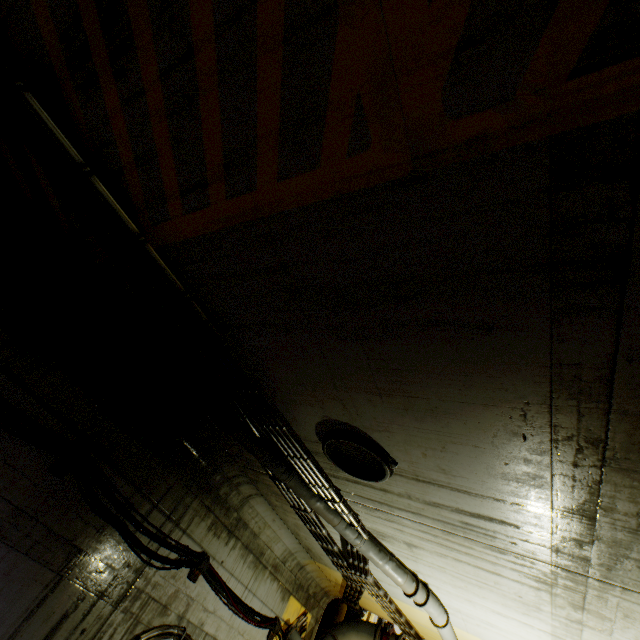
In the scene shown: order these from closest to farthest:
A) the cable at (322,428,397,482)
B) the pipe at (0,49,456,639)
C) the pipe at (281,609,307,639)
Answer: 1. the pipe at (0,49,456,639)
2. the cable at (322,428,397,482)
3. the pipe at (281,609,307,639)

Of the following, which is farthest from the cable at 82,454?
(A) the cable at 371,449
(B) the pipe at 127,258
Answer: (A) the cable at 371,449

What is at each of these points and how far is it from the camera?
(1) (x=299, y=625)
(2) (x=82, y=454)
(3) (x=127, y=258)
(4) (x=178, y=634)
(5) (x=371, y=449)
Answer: (1) pipe, 7.4 meters
(2) cable, 4.0 meters
(3) pipe, 2.9 meters
(4) pipe, 5.0 meters
(5) cable, 3.2 meters

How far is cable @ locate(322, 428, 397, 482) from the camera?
3.24m

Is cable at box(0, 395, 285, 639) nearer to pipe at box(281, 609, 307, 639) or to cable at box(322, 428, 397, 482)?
pipe at box(281, 609, 307, 639)

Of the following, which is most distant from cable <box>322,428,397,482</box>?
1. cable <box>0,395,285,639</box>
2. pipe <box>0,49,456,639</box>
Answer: cable <box>0,395,285,639</box>

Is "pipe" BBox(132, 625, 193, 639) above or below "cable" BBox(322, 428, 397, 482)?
below
